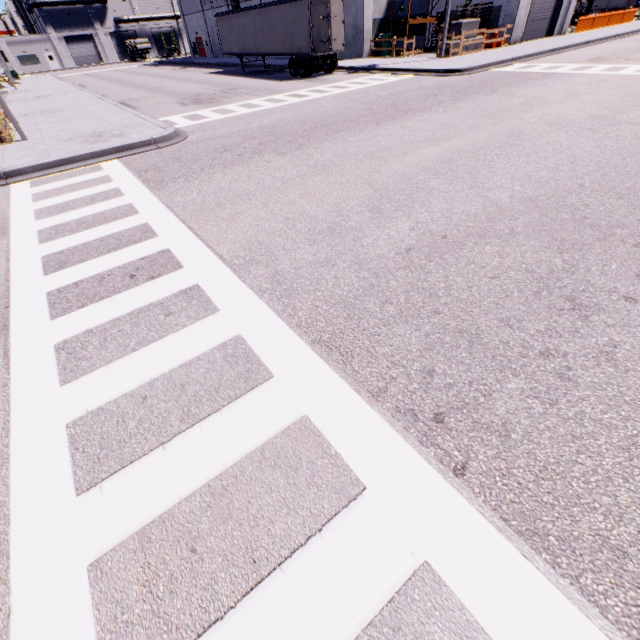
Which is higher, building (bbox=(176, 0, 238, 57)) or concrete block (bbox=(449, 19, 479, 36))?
building (bbox=(176, 0, 238, 57))

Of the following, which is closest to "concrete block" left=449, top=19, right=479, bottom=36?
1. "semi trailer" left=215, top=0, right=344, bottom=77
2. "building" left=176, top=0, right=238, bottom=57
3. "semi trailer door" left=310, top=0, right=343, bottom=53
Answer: "semi trailer" left=215, top=0, right=344, bottom=77

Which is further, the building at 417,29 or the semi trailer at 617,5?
the semi trailer at 617,5

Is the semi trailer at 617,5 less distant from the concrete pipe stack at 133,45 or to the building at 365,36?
the building at 365,36

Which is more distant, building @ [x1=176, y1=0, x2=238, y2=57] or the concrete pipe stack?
the concrete pipe stack

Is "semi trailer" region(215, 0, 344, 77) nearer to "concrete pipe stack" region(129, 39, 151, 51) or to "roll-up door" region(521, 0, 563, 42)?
"roll-up door" region(521, 0, 563, 42)

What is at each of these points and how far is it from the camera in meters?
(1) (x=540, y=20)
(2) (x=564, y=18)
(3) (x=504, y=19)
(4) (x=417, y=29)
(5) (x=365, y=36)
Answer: (1) roll-up door, 26.4
(2) building, 27.5
(3) building, 24.5
(4) building, 28.8
(5) building, 26.0

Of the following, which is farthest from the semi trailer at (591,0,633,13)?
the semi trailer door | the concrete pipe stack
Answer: the concrete pipe stack
